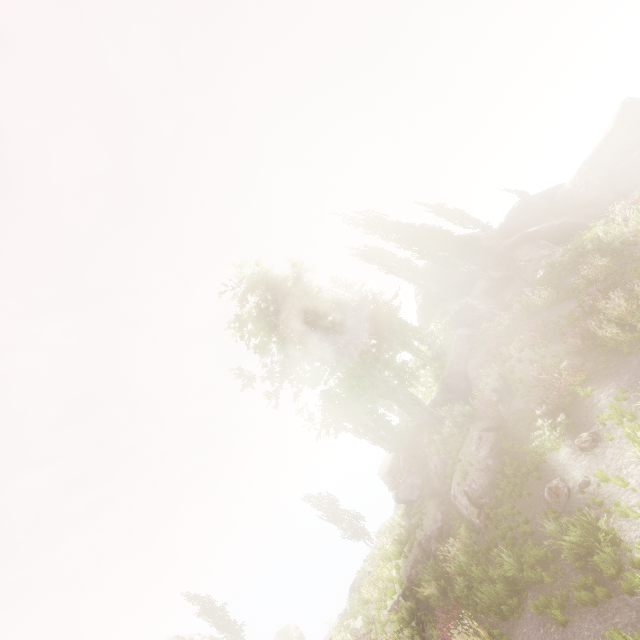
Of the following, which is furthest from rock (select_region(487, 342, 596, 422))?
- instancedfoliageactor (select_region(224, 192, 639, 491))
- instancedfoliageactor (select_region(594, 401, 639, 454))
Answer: instancedfoliageactor (select_region(594, 401, 639, 454))

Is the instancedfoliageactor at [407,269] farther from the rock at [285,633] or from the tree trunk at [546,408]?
the tree trunk at [546,408]

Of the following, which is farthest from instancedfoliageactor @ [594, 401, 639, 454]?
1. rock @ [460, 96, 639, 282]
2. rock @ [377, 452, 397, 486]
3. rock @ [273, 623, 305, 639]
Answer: rock @ [273, 623, 305, 639]

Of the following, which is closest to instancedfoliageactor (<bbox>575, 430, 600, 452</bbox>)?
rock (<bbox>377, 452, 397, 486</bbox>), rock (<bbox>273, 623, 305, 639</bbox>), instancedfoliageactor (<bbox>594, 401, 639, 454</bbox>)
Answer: rock (<bbox>273, 623, 305, 639</bbox>)

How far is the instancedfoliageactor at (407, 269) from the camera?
42.12m

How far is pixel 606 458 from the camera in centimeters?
1023cm

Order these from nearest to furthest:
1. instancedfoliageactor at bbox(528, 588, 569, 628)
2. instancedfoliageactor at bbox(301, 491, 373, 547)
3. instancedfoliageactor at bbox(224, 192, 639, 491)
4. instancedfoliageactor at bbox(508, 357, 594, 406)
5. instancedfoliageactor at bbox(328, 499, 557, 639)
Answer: instancedfoliageactor at bbox(528, 588, 569, 628), instancedfoliageactor at bbox(328, 499, 557, 639), instancedfoliageactor at bbox(508, 357, 594, 406), instancedfoliageactor at bbox(224, 192, 639, 491), instancedfoliageactor at bbox(301, 491, 373, 547)
